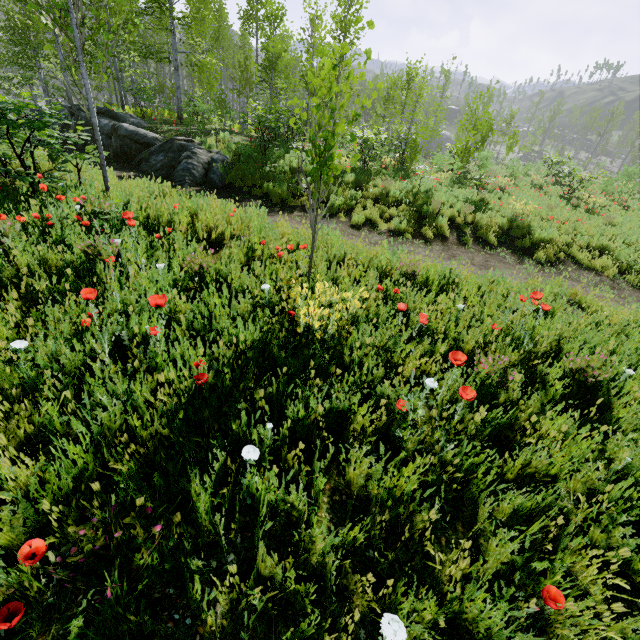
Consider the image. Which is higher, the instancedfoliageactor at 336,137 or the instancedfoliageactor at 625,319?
the instancedfoliageactor at 336,137

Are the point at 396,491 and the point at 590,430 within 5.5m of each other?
yes

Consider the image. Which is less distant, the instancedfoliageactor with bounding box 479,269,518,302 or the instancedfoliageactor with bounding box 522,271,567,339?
the instancedfoliageactor with bounding box 522,271,567,339

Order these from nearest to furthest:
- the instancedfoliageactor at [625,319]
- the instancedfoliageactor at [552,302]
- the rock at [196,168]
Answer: the instancedfoliageactor at [552,302], the instancedfoliageactor at [625,319], the rock at [196,168]

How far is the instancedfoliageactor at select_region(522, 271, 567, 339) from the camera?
3.59m

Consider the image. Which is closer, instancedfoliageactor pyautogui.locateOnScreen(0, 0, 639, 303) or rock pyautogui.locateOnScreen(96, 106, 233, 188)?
instancedfoliageactor pyautogui.locateOnScreen(0, 0, 639, 303)

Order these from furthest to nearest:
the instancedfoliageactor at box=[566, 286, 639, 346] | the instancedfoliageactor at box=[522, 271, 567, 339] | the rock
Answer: the rock
the instancedfoliageactor at box=[566, 286, 639, 346]
the instancedfoliageactor at box=[522, 271, 567, 339]
